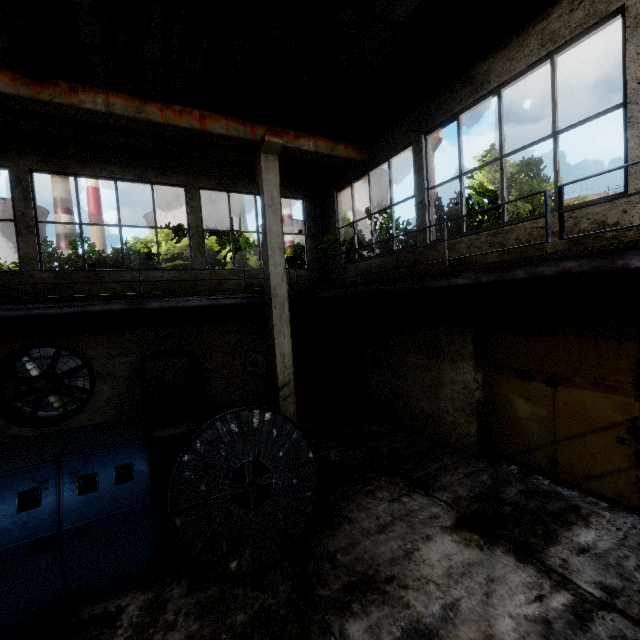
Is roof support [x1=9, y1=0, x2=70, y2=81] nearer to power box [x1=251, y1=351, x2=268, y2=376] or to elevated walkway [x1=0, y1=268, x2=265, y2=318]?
elevated walkway [x1=0, y1=268, x2=265, y2=318]

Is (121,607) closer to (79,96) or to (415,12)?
(79,96)

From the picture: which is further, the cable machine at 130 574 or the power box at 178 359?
the power box at 178 359

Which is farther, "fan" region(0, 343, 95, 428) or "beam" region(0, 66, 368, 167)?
"fan" region(0, 343, 95, 428)

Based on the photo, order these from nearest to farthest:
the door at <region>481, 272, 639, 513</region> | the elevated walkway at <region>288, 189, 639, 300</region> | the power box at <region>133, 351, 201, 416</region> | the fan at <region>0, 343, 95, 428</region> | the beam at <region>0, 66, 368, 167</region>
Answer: the elevated walkway at <region>288, 189, 639, 300</region>
the door at <region>481, 272, 639, 513</region>
the beam at <region>0, 66, 368, 167</region>
the fan at <region>0, 343, 95, 428</region>
the power box at <region>133, 351, 201, 416</region>

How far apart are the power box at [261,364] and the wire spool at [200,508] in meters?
5.5 m

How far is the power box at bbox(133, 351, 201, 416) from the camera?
9.1 meters

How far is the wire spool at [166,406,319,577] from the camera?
4.0 meters
